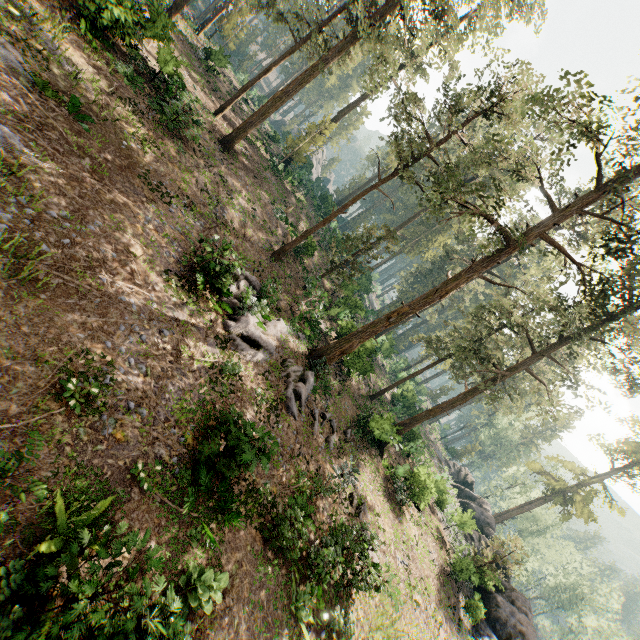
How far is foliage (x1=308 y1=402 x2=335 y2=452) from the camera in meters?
17.9

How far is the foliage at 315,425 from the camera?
17.9 meters

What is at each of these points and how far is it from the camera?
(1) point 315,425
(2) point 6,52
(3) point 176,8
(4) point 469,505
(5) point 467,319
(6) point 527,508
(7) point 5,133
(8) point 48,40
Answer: (1) foliage, 17.9 meters
(2) foliage, 11.1 meters
(3) foliage, 25.6 meters
(4) rock, 42.9 meters
(5) foliage, 47.6 meters
(6) foliage, 48.4 meters
(7) foliage, 9.6 meters
(8) foliage, 13.2 meters

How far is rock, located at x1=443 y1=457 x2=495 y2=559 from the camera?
29.48m

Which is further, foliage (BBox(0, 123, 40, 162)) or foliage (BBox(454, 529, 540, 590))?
foliage (BBox(454, 529, 540, 590))

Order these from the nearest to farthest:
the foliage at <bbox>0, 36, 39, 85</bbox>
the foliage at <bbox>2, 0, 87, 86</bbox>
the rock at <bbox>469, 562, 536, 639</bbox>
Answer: the foliage at <bbox>0, 36, 39, 85</bbox> → the foliage at <bbox>2, 0, 87, 86</bbox> → the rock at <bbox>469, 562, 536, 639</bbox>

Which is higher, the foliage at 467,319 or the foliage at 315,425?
the foliage at 467,319
